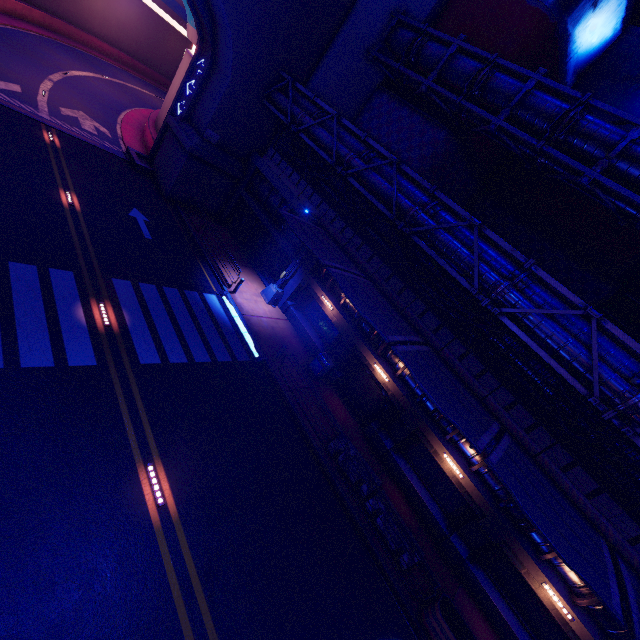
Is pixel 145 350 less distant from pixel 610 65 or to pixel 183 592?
pixel 183 592

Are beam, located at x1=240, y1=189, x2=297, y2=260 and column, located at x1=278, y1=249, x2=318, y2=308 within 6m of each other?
yes

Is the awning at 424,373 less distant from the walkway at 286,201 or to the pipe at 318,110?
the walkway at 286,201

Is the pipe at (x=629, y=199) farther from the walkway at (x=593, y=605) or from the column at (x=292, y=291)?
the column at (x=292, y=291)

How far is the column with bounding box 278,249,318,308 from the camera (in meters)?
19.19

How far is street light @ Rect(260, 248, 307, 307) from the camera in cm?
1936

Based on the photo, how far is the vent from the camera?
21.6m

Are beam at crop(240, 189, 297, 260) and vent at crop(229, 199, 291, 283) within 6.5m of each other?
yes
